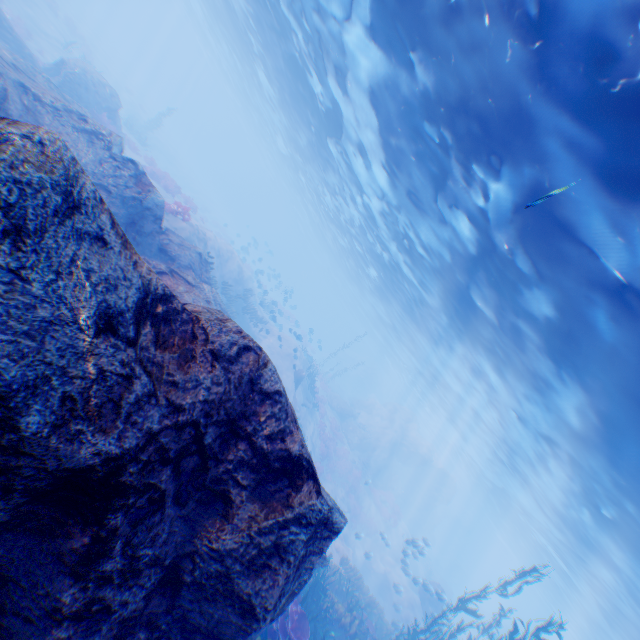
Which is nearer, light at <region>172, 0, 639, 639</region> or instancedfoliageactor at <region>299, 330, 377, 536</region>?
light at <region>172, 0, 639, 639</region>

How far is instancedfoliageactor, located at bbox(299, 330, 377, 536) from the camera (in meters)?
26.90

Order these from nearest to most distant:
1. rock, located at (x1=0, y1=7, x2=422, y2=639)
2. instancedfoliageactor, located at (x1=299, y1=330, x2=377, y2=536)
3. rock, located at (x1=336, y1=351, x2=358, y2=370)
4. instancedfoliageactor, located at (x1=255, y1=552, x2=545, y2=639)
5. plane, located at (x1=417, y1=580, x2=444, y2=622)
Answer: rock, located at (x1=0, y1=7, x2=422, y2=639) < instancedfoliageactor, located at (x1=255, y1=552, x2=545, y2=639) < plane, located at (x1=417, y1=580, x2=444, y2=622) < instancedfoliageactor, located at (x1=299, y1=330, x2=377, y2=536) < rock, located at (x1=336, y1=351, x2=358, y2=370)

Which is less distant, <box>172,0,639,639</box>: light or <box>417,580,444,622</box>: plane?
<box>172,0,639,639</box>: light

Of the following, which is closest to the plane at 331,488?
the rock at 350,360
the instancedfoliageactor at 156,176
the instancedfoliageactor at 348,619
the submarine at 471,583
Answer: the instancedfoliageactor at 348,619

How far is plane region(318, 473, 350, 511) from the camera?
22.5 meters

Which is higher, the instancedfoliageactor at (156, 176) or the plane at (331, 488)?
the instancedfoliageactor at (156, 176)

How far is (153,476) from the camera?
2.71m
